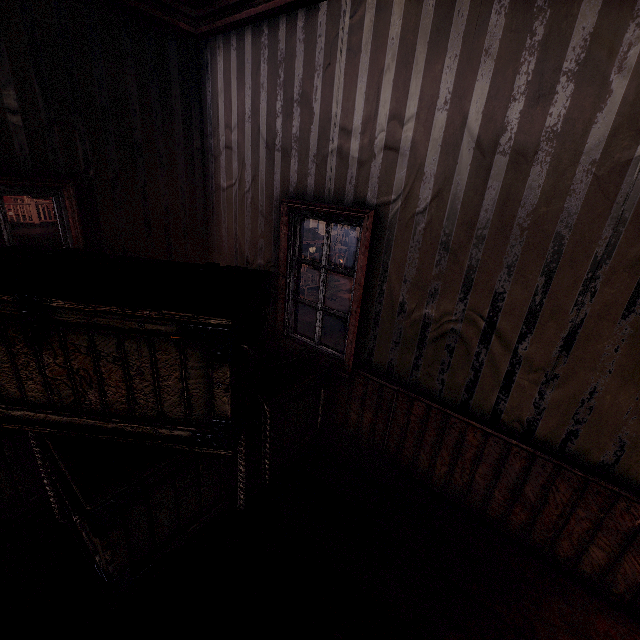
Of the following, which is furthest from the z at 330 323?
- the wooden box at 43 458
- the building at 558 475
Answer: the wooden box at 43 458

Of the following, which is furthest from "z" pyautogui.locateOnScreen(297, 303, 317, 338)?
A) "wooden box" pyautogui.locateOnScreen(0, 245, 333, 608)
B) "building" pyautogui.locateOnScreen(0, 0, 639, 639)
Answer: "wooden box" pyautogui.locateOnScreen(0, 245, 333, 608)

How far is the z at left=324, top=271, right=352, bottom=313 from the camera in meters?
21.9

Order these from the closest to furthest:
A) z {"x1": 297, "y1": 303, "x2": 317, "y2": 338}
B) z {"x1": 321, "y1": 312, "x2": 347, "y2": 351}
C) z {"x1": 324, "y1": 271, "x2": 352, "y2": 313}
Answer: z {"x1": 321, "y1": 312, "x2": 347, "y2": 351} → z {"x1": 297, "y1": 303, "x2": 317, "y2": 338} → z {"x1": 324, "y1": 271, "x2": 352, "y2": 313}

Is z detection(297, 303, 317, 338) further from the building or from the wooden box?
the wooden box

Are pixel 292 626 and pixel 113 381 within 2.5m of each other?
yes

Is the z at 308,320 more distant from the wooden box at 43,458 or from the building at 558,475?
the wooden box at 43,458
